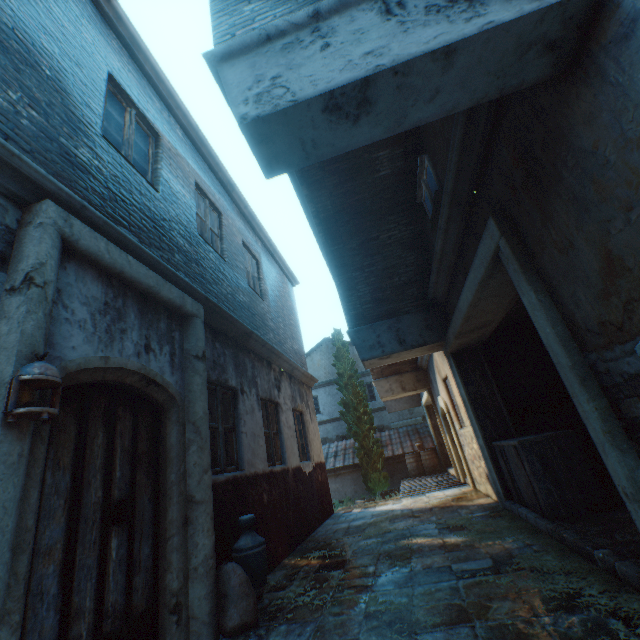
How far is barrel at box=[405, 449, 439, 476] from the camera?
14.4 meters

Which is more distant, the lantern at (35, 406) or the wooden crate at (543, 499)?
the wooden crate at (543, 499)

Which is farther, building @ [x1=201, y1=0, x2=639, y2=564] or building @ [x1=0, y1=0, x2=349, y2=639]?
building @ [x1=0, y1=0, x2=349, y2=639]

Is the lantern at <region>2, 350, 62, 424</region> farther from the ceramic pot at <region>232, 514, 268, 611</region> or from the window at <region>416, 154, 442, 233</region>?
the window at <region>416, 154, 442, 233</region>

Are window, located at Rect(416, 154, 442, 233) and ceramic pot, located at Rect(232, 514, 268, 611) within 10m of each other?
yes

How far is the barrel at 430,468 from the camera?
14.4m

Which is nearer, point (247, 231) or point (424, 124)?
point (424, 124)

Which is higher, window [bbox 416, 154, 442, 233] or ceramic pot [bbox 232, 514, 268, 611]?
window [bbox 416, 154, 442, 233]
